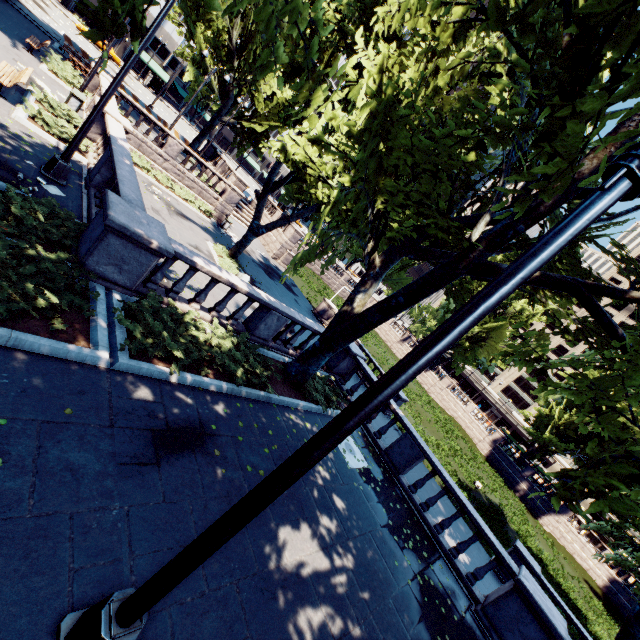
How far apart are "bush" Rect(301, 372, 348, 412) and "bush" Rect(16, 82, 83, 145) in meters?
10.9 m

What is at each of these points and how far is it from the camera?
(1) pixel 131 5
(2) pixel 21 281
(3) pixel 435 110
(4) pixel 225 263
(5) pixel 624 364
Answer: (1) tree, 3.79m
(2) bush, 5.31m
(3) tree, 10.88m
(4) bush, 19.16m
(5) tree, 6.26m

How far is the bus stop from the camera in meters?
53.3 m

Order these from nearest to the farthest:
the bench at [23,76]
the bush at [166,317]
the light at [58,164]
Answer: the bush at [166,317]
the light at [58,164]
the bench at [23,76]

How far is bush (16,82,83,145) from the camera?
10.96m

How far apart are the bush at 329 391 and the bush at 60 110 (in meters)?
10.94

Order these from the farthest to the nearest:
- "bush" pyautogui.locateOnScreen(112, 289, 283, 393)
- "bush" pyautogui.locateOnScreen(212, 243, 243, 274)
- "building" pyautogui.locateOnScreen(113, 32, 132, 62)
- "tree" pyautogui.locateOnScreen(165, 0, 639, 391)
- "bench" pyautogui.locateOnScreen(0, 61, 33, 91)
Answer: "building" pyautogui.locateOnScreen(113, 32, 132, 62)
"bush" pyautogui.locateOnScreen(212, 243, 243, 274)
"bench" pyautogui.locateOnScreen(0, 61, 33, 91)
"bush" pyautogui.locateOnScreen(112, 289, 283, 393)
"tree" pyautogui.locateOnScreen(165, 0, 639, 391)

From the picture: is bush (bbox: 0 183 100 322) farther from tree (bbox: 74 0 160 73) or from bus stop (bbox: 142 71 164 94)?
bus stop (bbox: 142 71 164 94)
